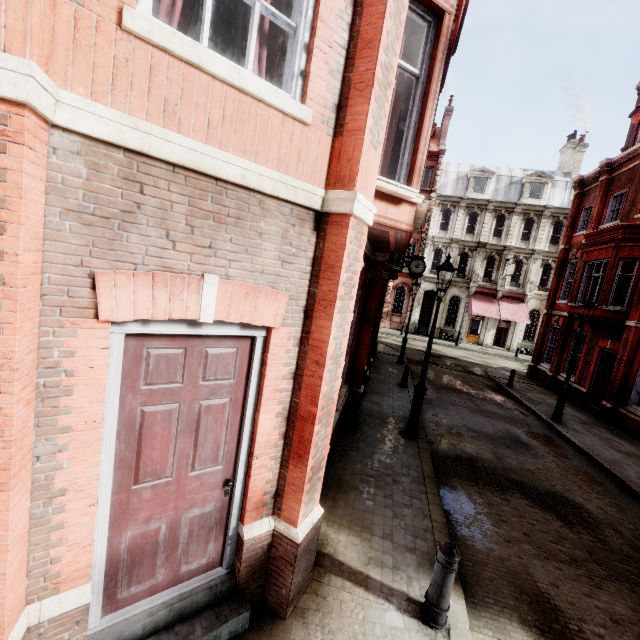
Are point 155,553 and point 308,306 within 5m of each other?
yes

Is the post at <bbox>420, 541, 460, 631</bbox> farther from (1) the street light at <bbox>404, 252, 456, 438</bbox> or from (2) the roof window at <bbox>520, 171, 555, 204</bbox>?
(2) the roof window at <bbox>520, 171, 555, 204</bbox>

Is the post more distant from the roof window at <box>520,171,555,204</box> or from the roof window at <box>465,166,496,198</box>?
the roof window at <box>520,171,555,204</box>

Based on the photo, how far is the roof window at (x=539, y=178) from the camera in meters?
30.3

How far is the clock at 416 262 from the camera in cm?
1955

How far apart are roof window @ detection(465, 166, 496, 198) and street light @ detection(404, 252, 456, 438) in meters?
28.4 m

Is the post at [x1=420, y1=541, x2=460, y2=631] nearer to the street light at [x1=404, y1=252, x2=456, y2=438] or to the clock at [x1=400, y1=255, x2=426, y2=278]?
the street light at [x1=404, y1=252, x2=456, y2=438]

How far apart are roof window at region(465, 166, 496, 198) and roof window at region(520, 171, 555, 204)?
2.59m
